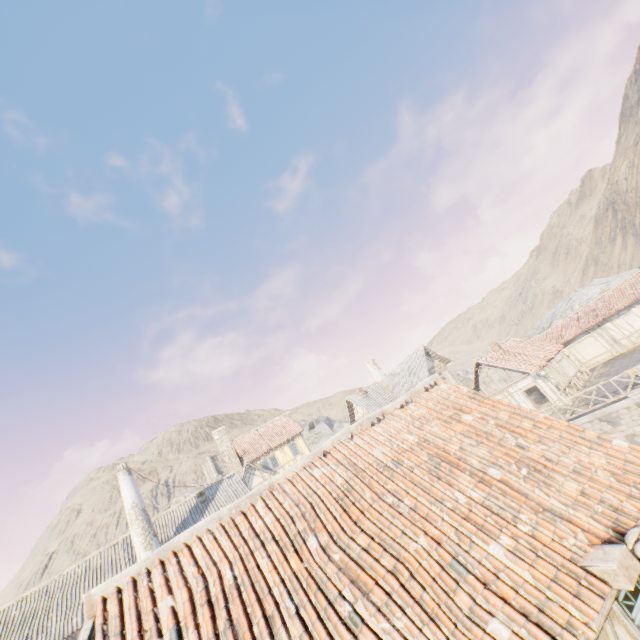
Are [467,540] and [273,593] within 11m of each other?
yes

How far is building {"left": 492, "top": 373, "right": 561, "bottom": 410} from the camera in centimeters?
2312cm

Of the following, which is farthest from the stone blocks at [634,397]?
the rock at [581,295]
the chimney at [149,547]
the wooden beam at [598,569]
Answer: the chimney at [149,547]

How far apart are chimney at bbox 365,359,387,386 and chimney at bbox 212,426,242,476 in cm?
1688

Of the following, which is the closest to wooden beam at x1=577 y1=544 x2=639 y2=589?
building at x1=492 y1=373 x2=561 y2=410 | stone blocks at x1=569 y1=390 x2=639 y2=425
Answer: stone blocks at x1=569 y1=390 x2=639 y2=425

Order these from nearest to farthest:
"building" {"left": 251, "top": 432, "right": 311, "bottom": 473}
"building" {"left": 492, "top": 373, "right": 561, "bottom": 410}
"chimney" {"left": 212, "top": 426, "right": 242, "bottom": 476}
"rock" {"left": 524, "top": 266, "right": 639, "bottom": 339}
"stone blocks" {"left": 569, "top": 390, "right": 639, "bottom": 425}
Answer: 1. "stone blocks" {"left": 569, "top": 390, "right": 639, "bottom": 425}
2. "building" {"left": 492, "top": 373, "right": 561, "bottom": 410}
3. "building" {"left": 251, "top": 432, "right": 311, "bottom": 473}
4. "chimney" {"left": 212, "top": 426, "right": 242, "bottom": 476}
5. "rock" {"left": 524, "top": 266, "right": 639, "bottom": 339}

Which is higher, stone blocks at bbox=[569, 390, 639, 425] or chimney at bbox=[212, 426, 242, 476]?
chimney at bbox=[212, 426, 242, 476]

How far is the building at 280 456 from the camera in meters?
32.5
